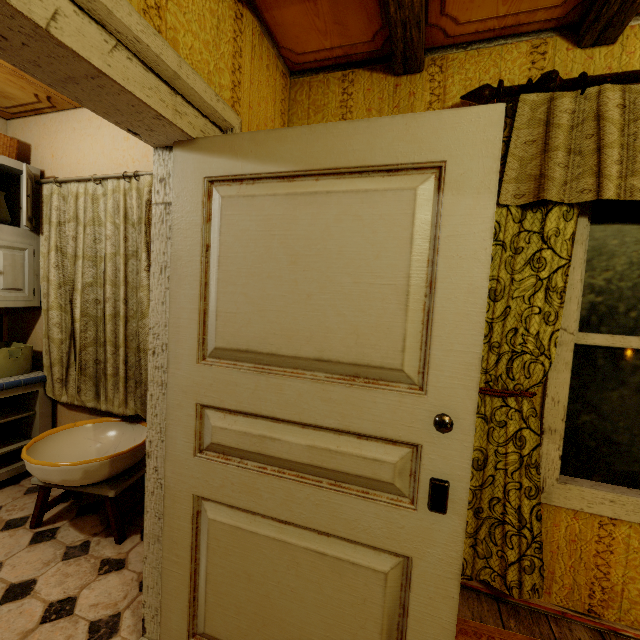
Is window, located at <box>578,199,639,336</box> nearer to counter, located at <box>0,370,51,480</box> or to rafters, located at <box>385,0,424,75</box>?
rafters, located at <box>385,0,424,75</box>

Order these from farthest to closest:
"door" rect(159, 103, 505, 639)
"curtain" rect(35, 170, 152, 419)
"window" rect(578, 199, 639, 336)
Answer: "curtain" rect(35, 170, 152, 419)
"window" rect(578, 199, 639, 336)
"door" rect(159, 103, 505, 639)

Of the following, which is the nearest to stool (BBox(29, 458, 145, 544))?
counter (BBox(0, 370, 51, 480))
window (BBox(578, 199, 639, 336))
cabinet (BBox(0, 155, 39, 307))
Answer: counter (BBox(0, 370, 51, 480))

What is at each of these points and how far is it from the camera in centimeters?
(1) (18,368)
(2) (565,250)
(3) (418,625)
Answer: (1) basket, 254cm
(2) curtain, 148cm
(3) door, 101cm

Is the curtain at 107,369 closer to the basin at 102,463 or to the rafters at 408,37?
the basin at 102,463

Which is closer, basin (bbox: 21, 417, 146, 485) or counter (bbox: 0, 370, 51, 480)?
basin (bbox: 21, 417, 146, 485)

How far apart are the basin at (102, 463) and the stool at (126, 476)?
0.0 meters

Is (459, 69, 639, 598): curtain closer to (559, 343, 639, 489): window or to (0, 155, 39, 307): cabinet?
(559, 343, 639, 489): window
